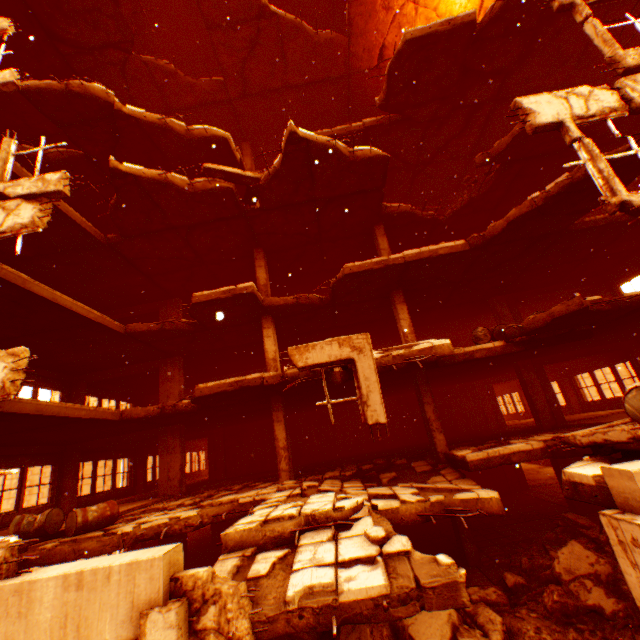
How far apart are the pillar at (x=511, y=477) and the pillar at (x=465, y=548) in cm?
853

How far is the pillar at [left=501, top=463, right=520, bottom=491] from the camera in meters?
16.2

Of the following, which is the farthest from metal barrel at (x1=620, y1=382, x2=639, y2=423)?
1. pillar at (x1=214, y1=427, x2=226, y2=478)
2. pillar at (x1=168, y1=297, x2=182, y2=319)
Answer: pillar at (x1=214, y1=427, x2=226, y2=478)

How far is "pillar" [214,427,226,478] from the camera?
17.5m

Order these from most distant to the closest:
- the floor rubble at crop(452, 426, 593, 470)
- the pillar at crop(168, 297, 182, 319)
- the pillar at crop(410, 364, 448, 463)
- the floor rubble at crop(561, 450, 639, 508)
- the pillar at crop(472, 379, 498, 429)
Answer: the pillar at crop(472, 379, 498, 429)
the pillar at crop(168, 297, 182, 319)
the pillar at crop(410, 364, 448, 463)
the floor rubble at crop(452, 426, 593, 470)
the floor rubble at crop(561, 450, 639, 508)

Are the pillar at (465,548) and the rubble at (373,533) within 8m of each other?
yes

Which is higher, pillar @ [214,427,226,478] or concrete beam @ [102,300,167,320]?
concrete beam @ [102,300,167,320]

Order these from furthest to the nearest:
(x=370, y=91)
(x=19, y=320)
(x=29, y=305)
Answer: (x=370, y=91), (x=19, y=320), (x=29, y=305)
